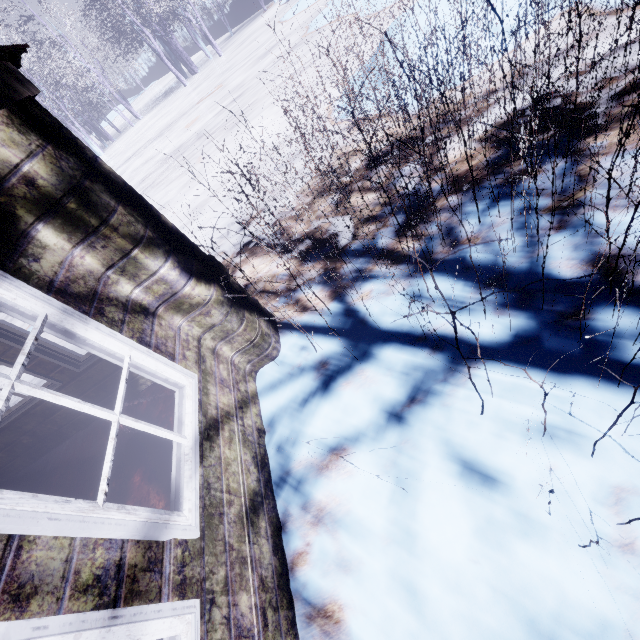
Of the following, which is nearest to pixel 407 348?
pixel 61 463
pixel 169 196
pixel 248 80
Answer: pixel 61 463
